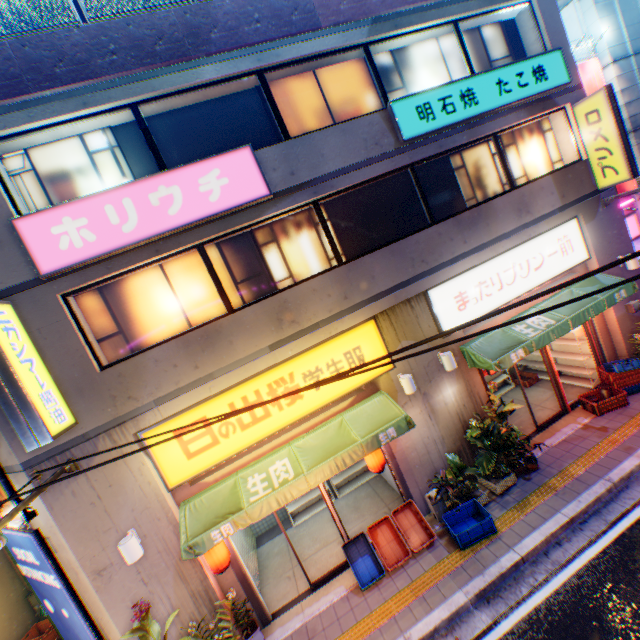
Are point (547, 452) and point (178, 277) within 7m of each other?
no

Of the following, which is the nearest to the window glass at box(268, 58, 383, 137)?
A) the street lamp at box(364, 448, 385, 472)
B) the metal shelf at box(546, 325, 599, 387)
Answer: the street lamp at box(364, 448, 385, 472)

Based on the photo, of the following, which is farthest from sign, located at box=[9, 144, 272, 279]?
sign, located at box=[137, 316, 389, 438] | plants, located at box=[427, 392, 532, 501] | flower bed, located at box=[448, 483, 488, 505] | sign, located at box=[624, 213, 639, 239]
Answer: sign, located at box=[624, 213, 639, 239]

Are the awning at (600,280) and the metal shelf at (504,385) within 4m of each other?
yes

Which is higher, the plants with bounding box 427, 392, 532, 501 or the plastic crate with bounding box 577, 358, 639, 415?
the plants with bounding box 427, 392, 532, 501

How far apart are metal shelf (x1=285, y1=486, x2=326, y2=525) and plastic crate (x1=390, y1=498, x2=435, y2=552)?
2.6m

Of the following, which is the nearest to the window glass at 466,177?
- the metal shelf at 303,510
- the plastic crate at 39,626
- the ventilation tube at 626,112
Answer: the ventilation tube at 626,112

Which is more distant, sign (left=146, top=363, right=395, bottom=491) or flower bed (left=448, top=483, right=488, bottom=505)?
flower bed (left=448, top=483, right=488, bottom=505)
